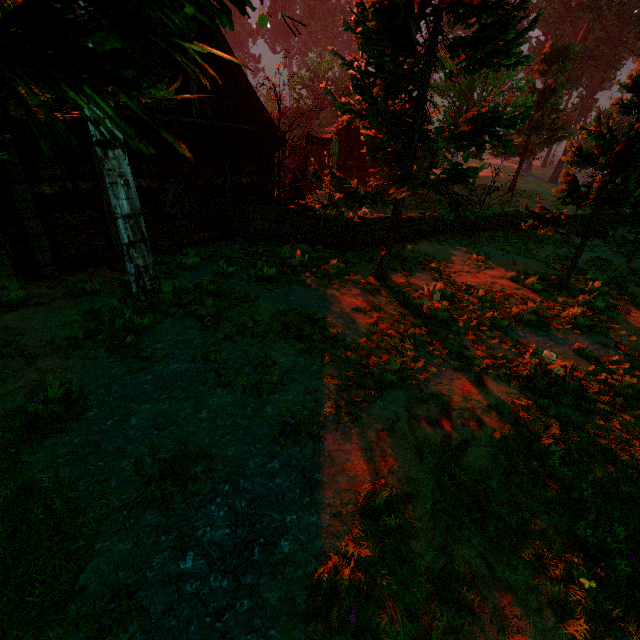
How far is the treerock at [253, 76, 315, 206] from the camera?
10.3m

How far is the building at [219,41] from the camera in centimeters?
889cm

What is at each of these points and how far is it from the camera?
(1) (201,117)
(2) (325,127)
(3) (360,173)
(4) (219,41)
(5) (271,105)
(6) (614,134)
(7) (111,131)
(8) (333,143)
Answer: (1) building, 10.1m
(2) building, 27.6m
(3) building, 25.5m
(4) building, 9.1m
(5) treerock, 53.6m
(6) treerock, 9.3m
(7) treerock, 0.8m
(8) fence arch, 18.8m

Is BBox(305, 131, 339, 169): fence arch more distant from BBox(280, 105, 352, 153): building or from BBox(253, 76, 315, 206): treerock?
BBox(253, 76, 315, 206): treerock

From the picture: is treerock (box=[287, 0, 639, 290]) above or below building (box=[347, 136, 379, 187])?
above

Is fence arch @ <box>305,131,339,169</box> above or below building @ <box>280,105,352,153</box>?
below

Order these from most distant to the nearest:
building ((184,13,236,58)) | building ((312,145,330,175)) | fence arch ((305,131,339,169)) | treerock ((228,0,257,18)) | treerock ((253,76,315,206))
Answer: building ((312,145,330,175))
fence arch ((305,131,339,169))
treerock ((253,76,315,206))
building ((184,13,236,58))
treerock ((228,0,257,18))

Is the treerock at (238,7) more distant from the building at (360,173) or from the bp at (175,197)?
the bp at (175,197)
